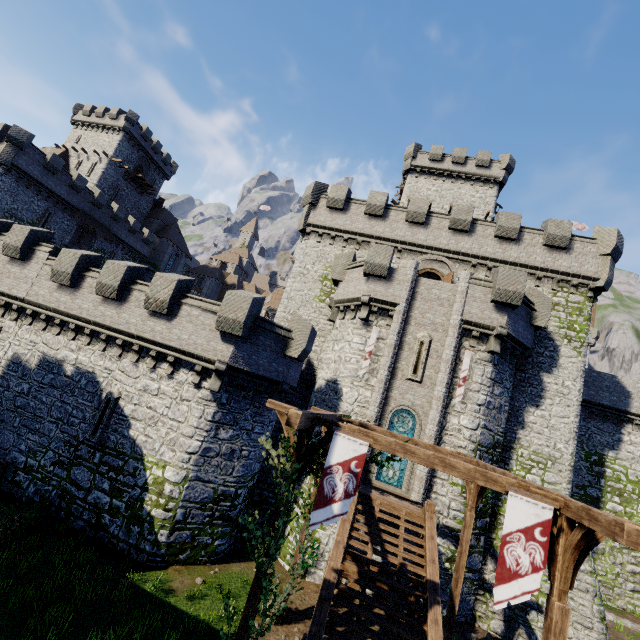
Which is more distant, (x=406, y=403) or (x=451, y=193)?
(x=451, y=193)

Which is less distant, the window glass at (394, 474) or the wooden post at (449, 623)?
the wooden post at (449, 623)

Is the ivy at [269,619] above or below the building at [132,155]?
below

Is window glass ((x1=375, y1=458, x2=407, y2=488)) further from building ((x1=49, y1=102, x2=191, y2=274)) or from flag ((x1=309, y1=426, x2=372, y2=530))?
building ((x1=49, y1=102, x2=191, y2=274))

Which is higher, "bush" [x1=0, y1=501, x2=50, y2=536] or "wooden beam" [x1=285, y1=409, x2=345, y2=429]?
"wooden beam" [x1=285, y1=409, x2=345, y2=429]

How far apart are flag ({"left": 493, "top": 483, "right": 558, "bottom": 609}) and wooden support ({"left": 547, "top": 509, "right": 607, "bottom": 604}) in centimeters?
7cm

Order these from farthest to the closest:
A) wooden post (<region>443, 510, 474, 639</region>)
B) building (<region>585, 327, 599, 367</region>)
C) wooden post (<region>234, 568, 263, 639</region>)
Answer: building (<region>585, 327, 599, 367</region>) < wooden post (<region>443, 510, 474, 639</region>) < wooden post (<region>234, 568, 263, 639</region>)

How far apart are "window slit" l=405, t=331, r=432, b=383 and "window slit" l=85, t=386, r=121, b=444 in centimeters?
1398cm
